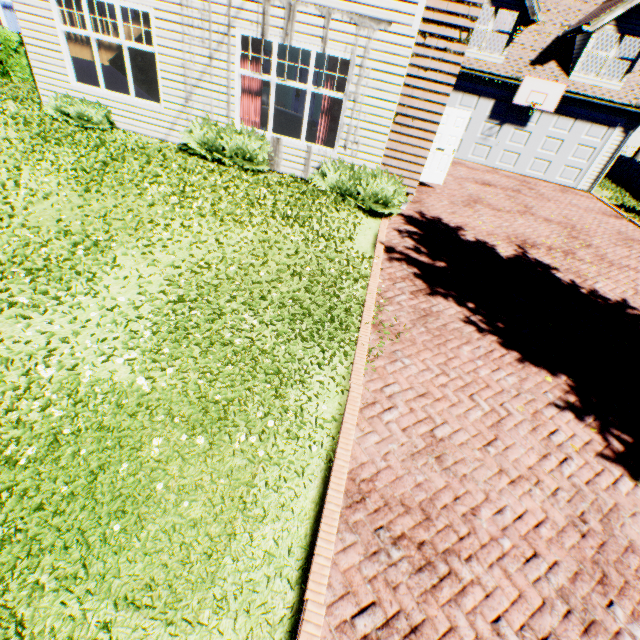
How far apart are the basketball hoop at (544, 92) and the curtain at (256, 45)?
12.1 meters

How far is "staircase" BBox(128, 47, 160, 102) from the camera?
9.2 meters

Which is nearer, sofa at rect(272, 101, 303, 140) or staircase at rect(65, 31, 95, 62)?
staircase at rect(65, 31, 95, 62)

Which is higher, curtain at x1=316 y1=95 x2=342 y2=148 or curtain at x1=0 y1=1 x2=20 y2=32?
curtain at x1=0 y1=1 x2=20 y2=32

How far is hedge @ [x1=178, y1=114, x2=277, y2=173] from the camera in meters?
8.2

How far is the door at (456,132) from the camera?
10.0 meters

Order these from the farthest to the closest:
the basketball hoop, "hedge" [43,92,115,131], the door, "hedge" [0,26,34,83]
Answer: the basketball hoop < "hedge" [0,26,34,83] < the door < "hedge" [43,92,115,131]

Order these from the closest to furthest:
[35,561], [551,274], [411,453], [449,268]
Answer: [35,561], [411,453], [449,268], [551,274]
